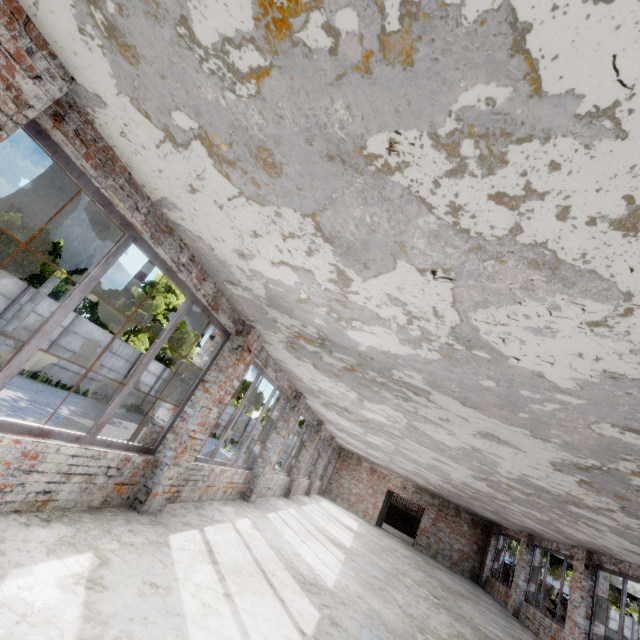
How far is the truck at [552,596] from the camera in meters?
24.9 m

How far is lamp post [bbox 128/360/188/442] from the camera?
6.73m

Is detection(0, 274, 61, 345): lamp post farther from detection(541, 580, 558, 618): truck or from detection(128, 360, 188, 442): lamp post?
detection(541, 580, 558, 618): truck

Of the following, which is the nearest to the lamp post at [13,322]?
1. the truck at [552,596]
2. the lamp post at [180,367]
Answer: the lamp post at [180,367]

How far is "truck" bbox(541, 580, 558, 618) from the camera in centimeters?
2486cm

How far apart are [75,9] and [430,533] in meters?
23.8

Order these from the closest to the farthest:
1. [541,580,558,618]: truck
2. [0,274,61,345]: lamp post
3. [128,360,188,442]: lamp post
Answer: [128,360,188,442]: lamp post
[0,274,61,345]: lamp post
[541,580,558,618]: truck
